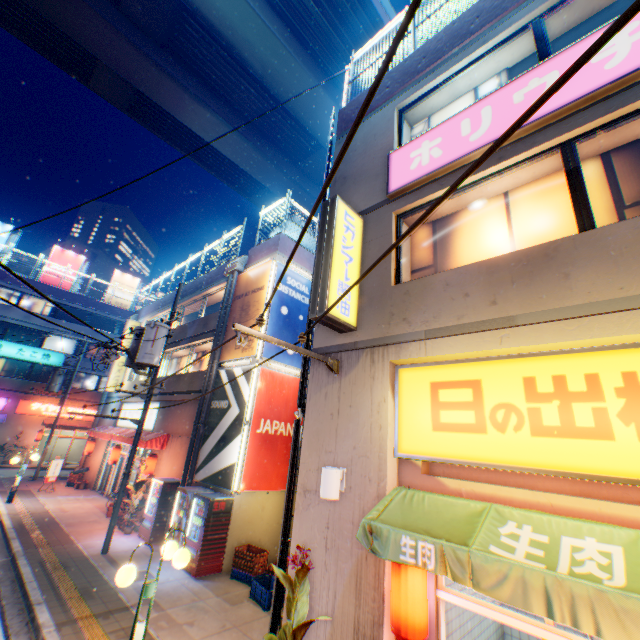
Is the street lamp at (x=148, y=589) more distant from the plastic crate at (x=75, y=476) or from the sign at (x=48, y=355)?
the sign at (x=48, y=355)

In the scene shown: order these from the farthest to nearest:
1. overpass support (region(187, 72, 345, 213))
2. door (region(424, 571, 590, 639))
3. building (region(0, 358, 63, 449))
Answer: building (region(0, 358, 63, 449)), overpass support (region(187, 72, 345, 213)), door (region(424, 571, 590, 639))

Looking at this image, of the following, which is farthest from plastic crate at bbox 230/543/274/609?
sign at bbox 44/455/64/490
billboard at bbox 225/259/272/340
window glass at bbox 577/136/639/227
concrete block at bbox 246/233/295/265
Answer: sign at bbox 44/455/64/490

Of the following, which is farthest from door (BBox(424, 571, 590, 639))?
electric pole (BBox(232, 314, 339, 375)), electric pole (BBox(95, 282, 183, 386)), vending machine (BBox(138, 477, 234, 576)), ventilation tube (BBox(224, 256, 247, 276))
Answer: ventilation tube (BBox(224, 256, 247, 276))

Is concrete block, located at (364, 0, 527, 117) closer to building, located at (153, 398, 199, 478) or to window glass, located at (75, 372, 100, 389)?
building, located at (153, 398, 199, 478)

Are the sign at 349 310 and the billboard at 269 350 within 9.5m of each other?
yes

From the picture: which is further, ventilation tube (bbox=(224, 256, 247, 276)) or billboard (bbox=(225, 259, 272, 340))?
ventilation tube (bbox=(224, 256, 247, 276))

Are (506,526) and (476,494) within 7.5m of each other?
yes
